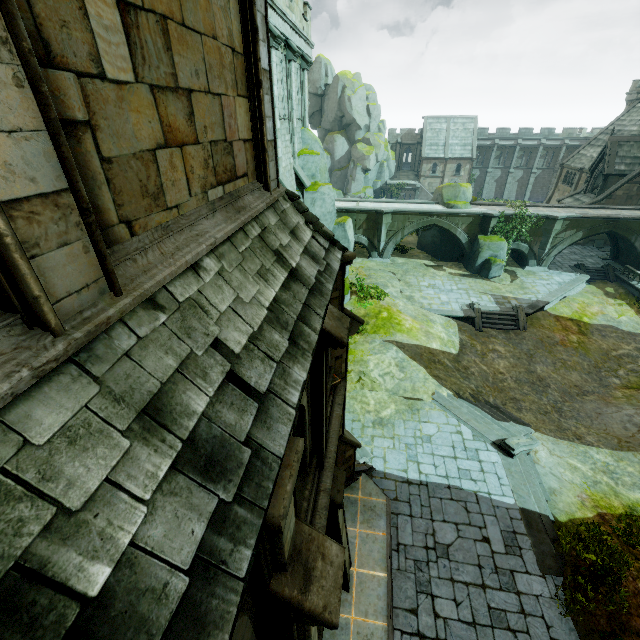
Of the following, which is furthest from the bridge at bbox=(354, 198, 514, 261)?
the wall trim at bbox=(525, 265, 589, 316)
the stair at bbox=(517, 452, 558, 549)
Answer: the stair at bbox=(517, 452, 558, 549)

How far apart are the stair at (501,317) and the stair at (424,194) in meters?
38.3 m

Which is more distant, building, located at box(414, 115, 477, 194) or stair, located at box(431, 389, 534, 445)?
building, located at box(414, 115, 477, 194)

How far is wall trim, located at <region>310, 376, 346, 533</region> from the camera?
5.68m

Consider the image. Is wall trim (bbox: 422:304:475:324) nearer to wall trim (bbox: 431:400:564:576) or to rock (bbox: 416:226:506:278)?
rock (bbox: 416:226:506:278)

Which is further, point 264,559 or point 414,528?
point 414,528

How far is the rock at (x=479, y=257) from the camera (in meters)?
28.05

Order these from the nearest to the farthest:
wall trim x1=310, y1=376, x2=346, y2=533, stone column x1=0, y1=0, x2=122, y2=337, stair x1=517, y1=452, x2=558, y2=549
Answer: stone column x1=0, y1=0, x2=122, y2=337 < wall trim x1=310, y1=376, x2=346, y2=533 < stair x1=517, y1=452, x2=558, y2=549
